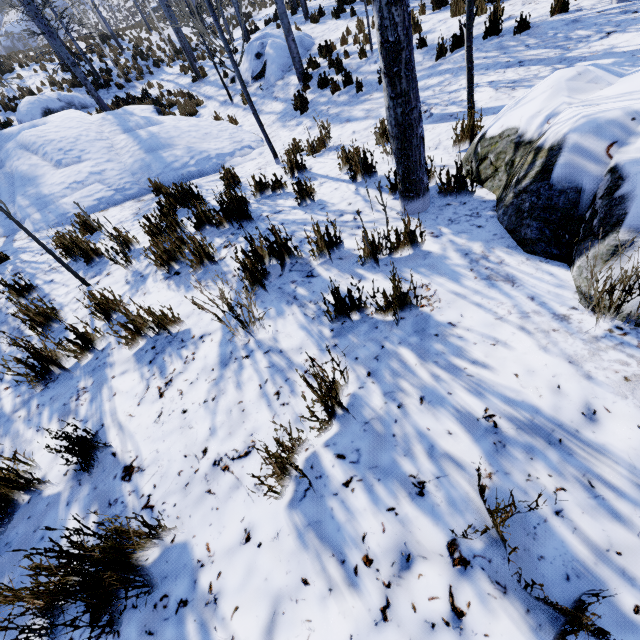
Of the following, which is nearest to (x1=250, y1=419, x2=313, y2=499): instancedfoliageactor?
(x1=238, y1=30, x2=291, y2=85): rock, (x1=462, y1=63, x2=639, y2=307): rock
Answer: (x1=462, y1=63, x2=639, y2=307): rock

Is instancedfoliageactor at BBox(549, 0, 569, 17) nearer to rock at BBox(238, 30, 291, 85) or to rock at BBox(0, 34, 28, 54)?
rock at BBox(238, 30, 291, 85)

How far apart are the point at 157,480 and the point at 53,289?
3.4 meters

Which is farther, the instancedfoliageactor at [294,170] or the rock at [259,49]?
the rock at [259,49]

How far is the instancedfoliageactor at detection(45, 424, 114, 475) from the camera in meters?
1.7

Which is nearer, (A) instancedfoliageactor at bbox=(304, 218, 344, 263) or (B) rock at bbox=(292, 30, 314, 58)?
(A) instancedfoliageactor at bbox=(304, 218, 344, 263)

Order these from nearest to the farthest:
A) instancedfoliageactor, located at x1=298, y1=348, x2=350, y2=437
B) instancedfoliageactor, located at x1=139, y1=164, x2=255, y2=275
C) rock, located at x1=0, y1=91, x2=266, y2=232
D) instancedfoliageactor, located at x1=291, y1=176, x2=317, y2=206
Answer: instancedfoliageactor, located at x1=298, y1=348, x2=350, y2=437 < instancedfoliageactor, located at x1=139, y1=164, x2=255, y2=275 < instancedfoliageactor, located at x1=291, y1=176, x2=317, y2=206 < rock, located at x1=0, y1=91, x2=266, y2=232

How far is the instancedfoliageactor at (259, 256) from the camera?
2.2 meters
